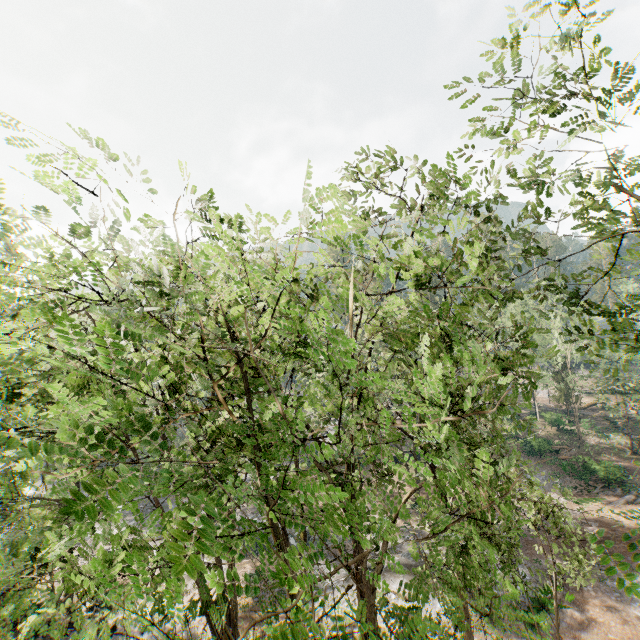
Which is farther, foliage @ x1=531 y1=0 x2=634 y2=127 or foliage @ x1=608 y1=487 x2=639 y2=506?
foliage @ x1=608 y1=487 x2=639 y2=506

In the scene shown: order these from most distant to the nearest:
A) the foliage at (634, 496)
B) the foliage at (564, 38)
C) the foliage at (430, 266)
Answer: the foliage at (634, 496), the foliage at (564, 38), the foliage at (430, 266)

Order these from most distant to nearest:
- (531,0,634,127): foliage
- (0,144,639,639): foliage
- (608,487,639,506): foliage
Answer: (608,487,639,506): foliage
(531,0,634,127): foliage
(0,144,639,639): foliage

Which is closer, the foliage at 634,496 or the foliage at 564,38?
the foliage at 564,38

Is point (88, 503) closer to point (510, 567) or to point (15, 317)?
point (510, 567)
